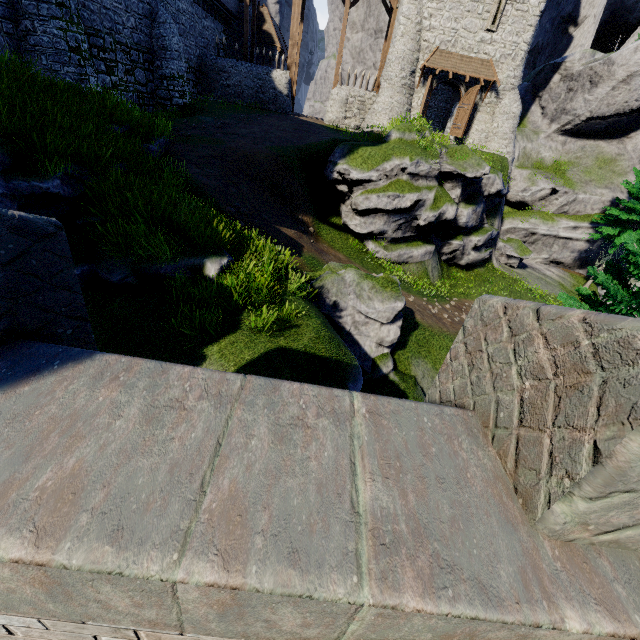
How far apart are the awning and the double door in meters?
0.3 m

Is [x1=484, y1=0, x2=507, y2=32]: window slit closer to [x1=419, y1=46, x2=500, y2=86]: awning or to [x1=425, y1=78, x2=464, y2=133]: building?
[x1=425, y1=78, x2=464, y2=133]: building

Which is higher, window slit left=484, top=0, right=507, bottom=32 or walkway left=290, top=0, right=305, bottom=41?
window slit left=484, top=0, right=507, bottom=32

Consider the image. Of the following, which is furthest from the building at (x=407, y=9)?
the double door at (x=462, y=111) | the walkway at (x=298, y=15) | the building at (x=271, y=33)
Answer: the building at (x=271, y=33)

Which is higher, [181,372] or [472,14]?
[472,14]

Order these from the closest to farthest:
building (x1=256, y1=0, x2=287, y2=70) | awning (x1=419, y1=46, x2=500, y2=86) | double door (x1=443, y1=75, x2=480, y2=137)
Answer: awning (x1=419, y1=46, x2=500, y2=86), double door (x1=443, y1=75, x2=480, y2=137), building (x1=256, y1=0, x2=287, y2=70)

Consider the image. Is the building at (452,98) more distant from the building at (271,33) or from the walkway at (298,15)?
the building at (271,33)

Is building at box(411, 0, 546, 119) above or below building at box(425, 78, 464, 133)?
above
